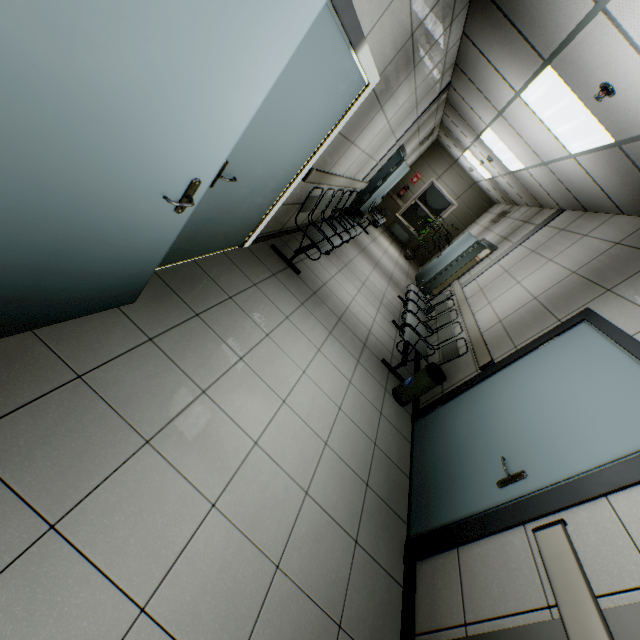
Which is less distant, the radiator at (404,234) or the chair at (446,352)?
the chair at (446,352)

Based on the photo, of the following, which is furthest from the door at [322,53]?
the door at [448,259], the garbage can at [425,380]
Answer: the door at [448,259]

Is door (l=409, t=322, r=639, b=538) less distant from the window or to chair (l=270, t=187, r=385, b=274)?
chair (l=270, t=187, r=385, b=274)

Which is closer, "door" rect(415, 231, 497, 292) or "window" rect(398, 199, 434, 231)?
"door" rect(415, 231, 497, 292)

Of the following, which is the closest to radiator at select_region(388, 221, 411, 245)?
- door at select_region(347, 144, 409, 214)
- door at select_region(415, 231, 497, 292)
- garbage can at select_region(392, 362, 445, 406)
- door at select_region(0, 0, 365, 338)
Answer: door at select_region(347, 144, 409, 214)

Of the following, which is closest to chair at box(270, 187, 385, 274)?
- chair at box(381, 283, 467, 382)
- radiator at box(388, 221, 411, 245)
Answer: chair at box(381, 283, 467, 382)

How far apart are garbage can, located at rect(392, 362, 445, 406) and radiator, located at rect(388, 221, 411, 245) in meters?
A: 9.2 m

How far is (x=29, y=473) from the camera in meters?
1.3 m
